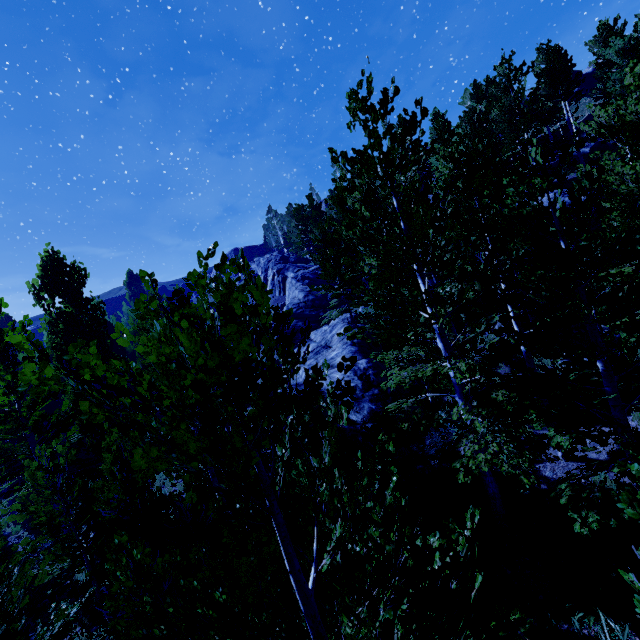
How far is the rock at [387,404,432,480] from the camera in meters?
11.3

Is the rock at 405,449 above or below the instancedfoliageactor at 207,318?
below

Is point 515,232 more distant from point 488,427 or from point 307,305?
point 307,305

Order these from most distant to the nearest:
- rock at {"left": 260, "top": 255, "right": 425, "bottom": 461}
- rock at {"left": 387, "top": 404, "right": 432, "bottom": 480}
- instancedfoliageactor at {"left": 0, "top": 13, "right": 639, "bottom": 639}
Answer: rock at {"left": 260, "top": 255, "right": 425, "bottom": 461} → rock at {"left": 387, "top": 404, "right": 432, "bottom": 480} → instancedfoliageactor at {"left": 0, "top": 13, "right": 639, "bottom": 639}

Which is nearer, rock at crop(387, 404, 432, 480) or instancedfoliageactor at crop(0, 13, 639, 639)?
instancedfoliageactor at crop(0, 13, 639, 639)

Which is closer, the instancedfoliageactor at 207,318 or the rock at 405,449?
the instancedfoliageactor at 207,318
